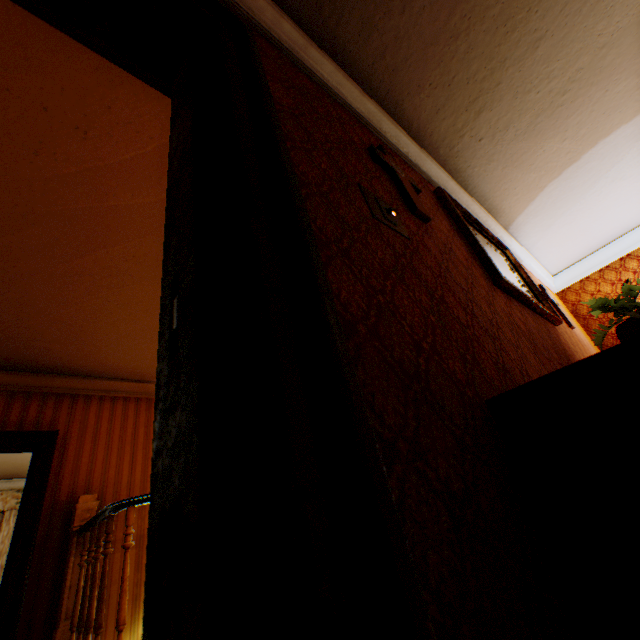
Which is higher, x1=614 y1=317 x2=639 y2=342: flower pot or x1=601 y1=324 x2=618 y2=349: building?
x1=601 y1=324 x2=618 y2=349: building

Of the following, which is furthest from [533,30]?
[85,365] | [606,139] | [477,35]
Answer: [85,365]

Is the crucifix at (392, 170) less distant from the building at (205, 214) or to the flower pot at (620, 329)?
the building at (205, 214)

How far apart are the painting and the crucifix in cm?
51

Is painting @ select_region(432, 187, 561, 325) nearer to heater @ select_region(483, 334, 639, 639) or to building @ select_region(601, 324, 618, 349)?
building @ select_region(601, 324, 618, 349)

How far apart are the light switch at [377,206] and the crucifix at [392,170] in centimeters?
31cm

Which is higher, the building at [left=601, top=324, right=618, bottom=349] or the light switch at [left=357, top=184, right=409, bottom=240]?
the building at [left=601, top=324, right=618, bottom=349]
